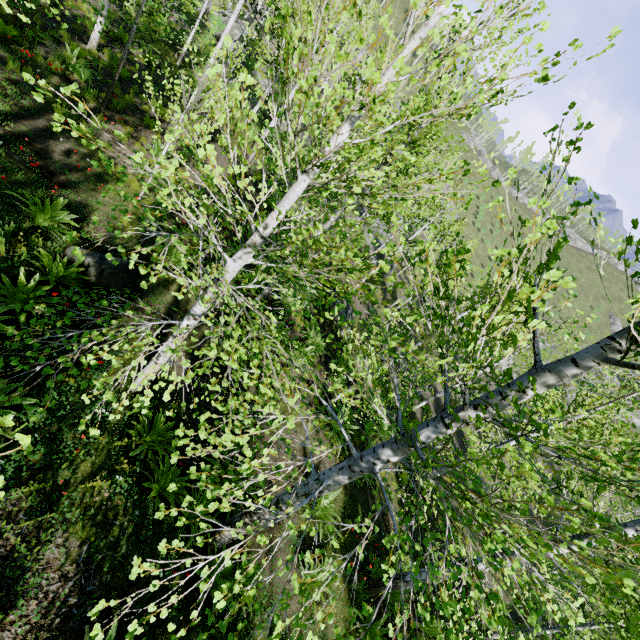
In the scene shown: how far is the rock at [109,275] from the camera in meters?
Result: 6.2

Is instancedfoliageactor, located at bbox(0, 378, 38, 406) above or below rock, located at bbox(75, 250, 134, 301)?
Answer: above

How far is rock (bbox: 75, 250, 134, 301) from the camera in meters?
6.2

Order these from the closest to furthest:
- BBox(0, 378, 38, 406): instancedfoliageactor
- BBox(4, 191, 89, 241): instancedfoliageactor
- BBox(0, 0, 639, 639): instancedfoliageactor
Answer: BBox(0, 0, 639, 639): instancedfoliageactor, BBox(0, 378, 38, 406): instancedfoliageactor, BBox(4, 191, 89, 241): instancedfoliageactor

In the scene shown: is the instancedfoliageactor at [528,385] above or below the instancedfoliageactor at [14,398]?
below

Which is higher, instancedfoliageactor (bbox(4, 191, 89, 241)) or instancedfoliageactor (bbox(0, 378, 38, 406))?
instancedfoliageactor (bbox(0, 378, 38, 406))

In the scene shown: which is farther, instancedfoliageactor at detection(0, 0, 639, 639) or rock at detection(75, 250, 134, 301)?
rock at detection(75, 250, 134, 301)

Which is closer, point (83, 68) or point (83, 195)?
point (83, 195)
